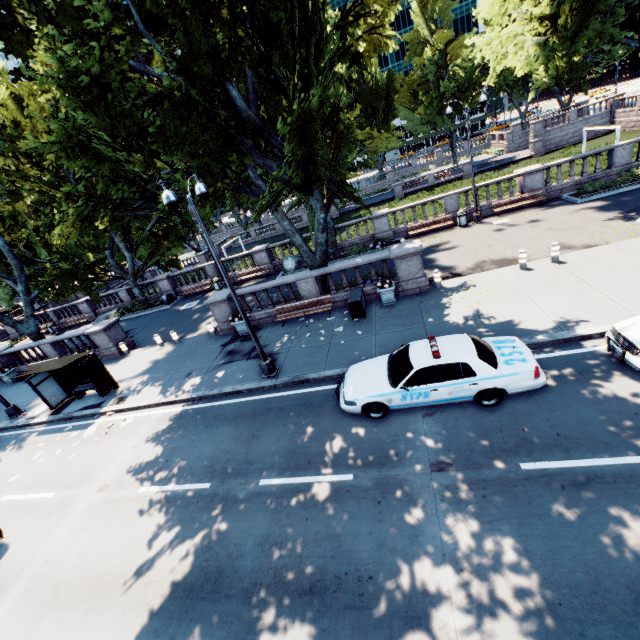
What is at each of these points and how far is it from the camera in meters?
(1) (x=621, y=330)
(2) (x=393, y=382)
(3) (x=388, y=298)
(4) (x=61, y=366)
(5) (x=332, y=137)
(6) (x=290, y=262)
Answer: (1) vehicle, 8.1
(2) vehicle, 8.8
(3) planter, 14.7
(4) bus stop, 13.9
(5) tree, 16.8
(6) rock, 24.8

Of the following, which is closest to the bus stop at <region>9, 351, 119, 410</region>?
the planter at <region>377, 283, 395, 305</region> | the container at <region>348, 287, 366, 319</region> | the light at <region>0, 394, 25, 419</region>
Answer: the light at <region>0, 394, 25, 419</region>

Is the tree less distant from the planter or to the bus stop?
the planter

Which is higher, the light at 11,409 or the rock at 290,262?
the rock at 290,262

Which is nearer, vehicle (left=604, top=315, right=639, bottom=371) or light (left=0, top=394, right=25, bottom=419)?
vehicle (left=604, top=315, right=639, bottom=371)

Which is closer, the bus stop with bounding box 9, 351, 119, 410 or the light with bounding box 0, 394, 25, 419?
the bus stop with bounding box 9, 351, 119, 410

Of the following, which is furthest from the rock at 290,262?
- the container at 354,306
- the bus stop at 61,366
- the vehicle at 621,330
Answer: the vehicle at 621,330

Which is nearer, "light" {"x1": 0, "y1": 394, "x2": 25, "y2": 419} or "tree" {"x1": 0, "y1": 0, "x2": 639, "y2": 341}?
"tree" {"x1": 0, "y1": 0, "x2": 639, "y2": 341}
